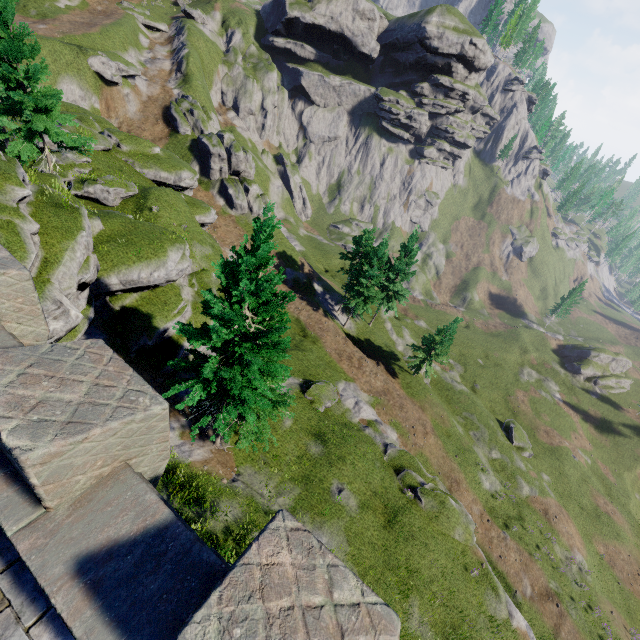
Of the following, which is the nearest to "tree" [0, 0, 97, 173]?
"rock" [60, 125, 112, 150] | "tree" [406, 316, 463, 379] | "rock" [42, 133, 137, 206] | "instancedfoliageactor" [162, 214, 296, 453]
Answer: "rock" [42, 133, 137, 206]

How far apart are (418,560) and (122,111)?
60.8m

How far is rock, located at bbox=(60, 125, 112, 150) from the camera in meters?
28.7 m

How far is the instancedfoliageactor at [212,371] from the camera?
11.5m

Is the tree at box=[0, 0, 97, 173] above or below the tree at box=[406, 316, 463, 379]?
above

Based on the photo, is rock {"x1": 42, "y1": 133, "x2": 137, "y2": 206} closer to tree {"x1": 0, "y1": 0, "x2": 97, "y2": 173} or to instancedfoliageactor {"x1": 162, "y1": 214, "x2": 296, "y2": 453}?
tree {"x1": 0, "y1": 0, "x2": 97, "y2": 173}

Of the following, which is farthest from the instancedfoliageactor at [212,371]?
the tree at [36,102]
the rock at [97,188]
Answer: the rock at [97,188]

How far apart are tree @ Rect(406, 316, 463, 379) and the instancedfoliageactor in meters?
27.9 m
